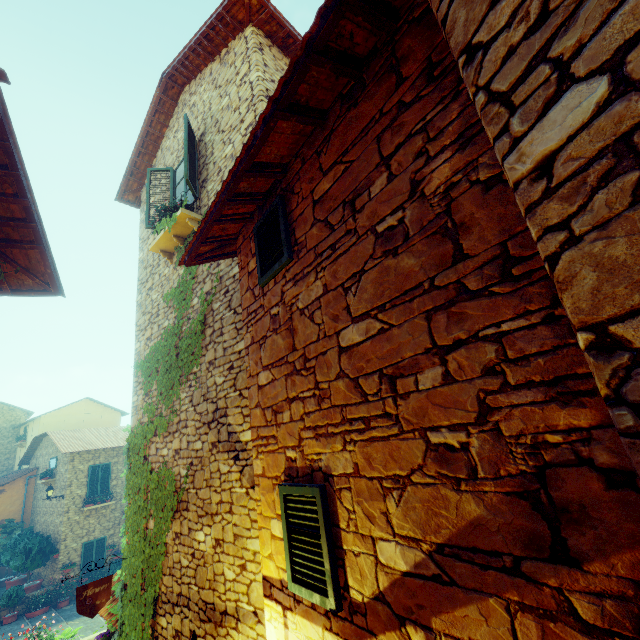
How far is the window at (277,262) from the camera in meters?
2.9

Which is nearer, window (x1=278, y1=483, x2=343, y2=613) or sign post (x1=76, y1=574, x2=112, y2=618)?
window (x1=278, y1=483, x2=343, y2=613)

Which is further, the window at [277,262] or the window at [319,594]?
the window at [277,262]

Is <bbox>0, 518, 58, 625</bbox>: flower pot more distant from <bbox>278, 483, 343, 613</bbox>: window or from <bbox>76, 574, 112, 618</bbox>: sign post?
<bbox>278, 483, 343, 613</bbox>: window

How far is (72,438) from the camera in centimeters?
1891cm

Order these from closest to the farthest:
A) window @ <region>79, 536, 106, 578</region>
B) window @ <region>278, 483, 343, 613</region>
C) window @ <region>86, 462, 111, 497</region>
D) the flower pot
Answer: window @ <region>278, 483, 343, 613</region> < the flower pot < window @ <region>79, 536, 106, 578</region> < window @ <region>86, 462, 111, 497</region>

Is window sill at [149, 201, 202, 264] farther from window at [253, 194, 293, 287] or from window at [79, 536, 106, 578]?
window at [79, 536, 106, 578]

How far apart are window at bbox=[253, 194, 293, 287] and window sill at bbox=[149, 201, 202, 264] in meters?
3.2 m
